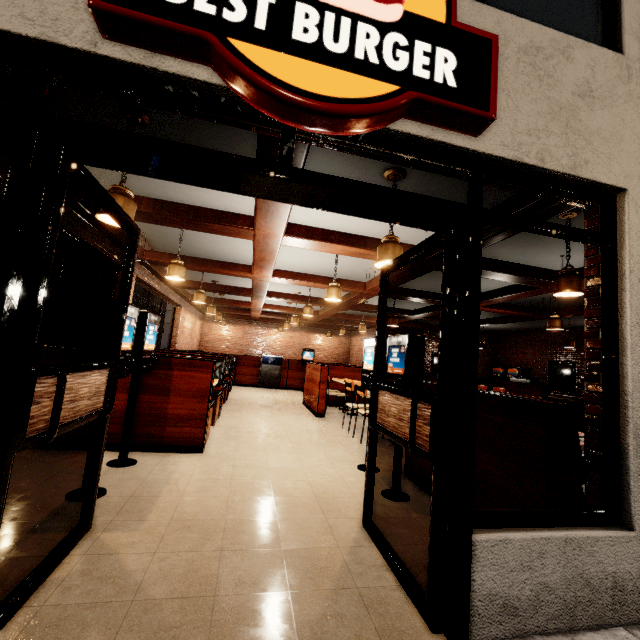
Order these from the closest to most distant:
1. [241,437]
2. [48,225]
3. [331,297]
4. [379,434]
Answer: [48,225] → [241,437] → [331,297] → [379,434]

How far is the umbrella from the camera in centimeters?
512cm

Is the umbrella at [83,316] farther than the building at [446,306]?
Yes

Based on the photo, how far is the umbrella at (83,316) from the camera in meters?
5.1

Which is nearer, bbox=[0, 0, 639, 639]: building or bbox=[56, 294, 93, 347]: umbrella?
bbox=[0, 0, 639, 639]: building
